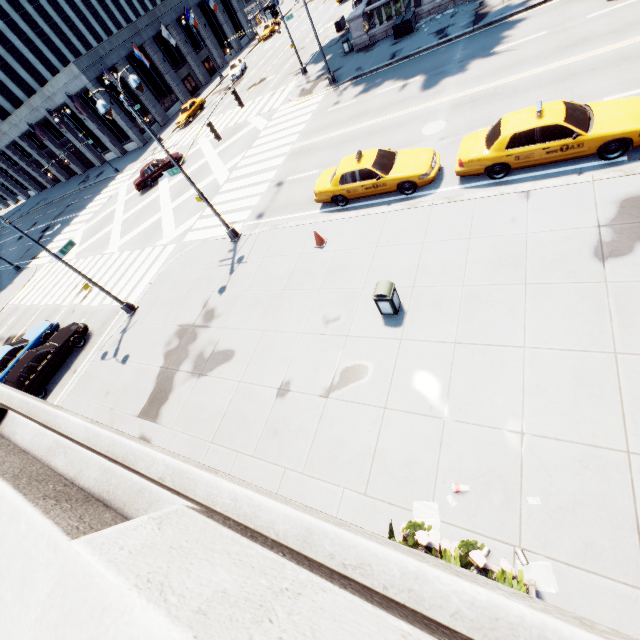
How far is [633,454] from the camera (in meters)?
5.59

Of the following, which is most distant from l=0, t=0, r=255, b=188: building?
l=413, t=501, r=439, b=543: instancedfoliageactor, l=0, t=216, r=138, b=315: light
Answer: l=413, t=501, r=439, b=543: instancedfoliageactor

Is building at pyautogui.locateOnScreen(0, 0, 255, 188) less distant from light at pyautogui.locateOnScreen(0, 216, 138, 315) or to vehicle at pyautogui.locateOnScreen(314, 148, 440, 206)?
light at pyautogui.locateOnScreen(0, 216, 138, 315)

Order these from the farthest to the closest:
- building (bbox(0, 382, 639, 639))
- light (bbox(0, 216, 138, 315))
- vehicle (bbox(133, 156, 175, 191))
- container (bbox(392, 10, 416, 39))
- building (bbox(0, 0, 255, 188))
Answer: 1. building (bbox(0, 0, 255, 188))
2. vehicle (bbox(133, 156, 175, 191))
3. container (bbox(392, 10, 416, 39))
4. light (bbox(0, 216, 138, 315))
5. building (bbox(0, 382, 639, 639))

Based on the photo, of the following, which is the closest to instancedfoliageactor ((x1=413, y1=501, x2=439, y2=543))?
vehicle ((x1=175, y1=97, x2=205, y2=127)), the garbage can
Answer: the garbage can

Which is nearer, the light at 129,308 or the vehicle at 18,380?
the light at 129,308

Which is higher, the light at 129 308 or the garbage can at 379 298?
the garbage can at 379 298

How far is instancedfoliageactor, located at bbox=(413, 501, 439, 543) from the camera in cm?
611
